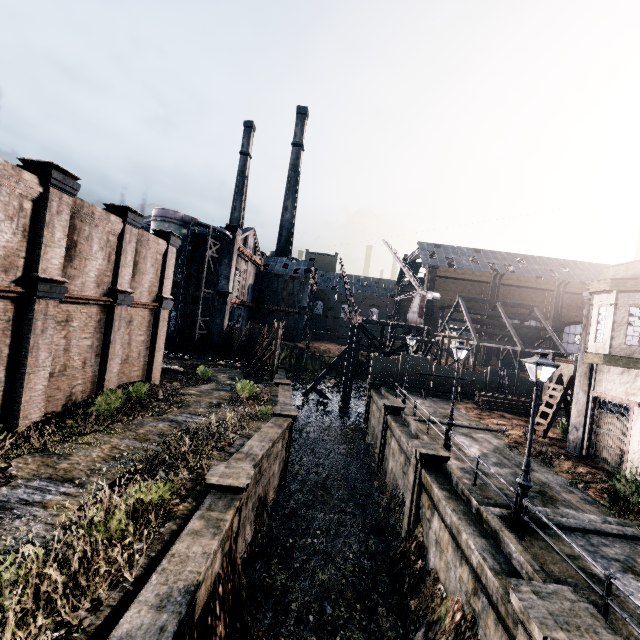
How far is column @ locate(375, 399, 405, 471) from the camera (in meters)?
23.52

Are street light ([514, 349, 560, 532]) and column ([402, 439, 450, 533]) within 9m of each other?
yes

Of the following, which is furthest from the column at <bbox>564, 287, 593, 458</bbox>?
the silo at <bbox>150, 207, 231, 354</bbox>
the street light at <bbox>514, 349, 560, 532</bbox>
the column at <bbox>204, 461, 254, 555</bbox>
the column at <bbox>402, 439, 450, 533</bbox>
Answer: the silo at <bbox>150, 207, 231, 354</bbox>

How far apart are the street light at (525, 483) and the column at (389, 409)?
12.8 meters

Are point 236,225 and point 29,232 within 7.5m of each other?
no

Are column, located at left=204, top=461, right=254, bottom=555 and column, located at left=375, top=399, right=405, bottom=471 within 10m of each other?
no

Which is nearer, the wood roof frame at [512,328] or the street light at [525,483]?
the street light at [525,483]

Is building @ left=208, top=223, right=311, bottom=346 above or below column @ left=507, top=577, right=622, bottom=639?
above
